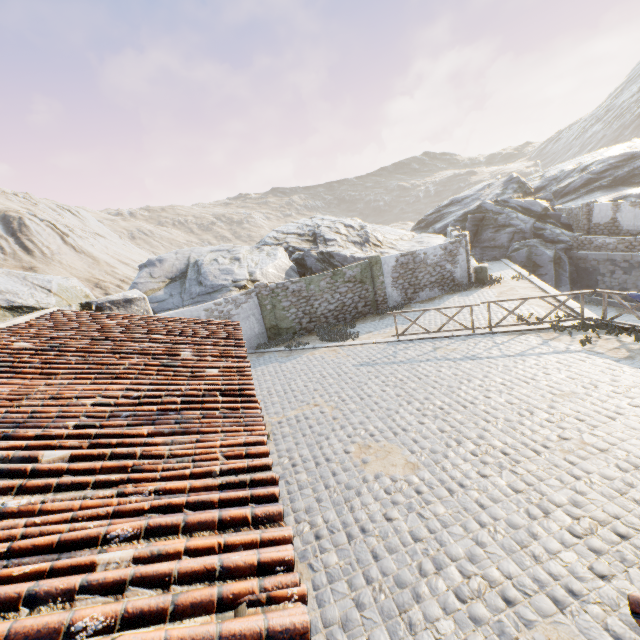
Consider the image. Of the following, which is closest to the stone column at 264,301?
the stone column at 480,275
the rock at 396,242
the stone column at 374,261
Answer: the rock at 396,242

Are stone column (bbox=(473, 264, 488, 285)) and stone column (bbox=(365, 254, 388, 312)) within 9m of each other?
yes

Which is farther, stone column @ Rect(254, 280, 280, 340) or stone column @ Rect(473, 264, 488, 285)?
stone column @ Rect(473, 264, 488, 285)

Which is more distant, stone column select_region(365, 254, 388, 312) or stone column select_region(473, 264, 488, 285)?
stone column select_region(473, 264, 488, 285)

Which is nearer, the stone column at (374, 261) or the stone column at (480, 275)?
the stone column at (374, 261)

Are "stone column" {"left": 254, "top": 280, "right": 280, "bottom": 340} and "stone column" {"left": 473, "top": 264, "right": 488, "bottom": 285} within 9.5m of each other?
no

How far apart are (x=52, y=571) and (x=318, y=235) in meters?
25.1

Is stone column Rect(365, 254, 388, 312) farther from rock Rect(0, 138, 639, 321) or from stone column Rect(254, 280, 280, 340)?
stone column Rect(254, 280, 280, 340)
